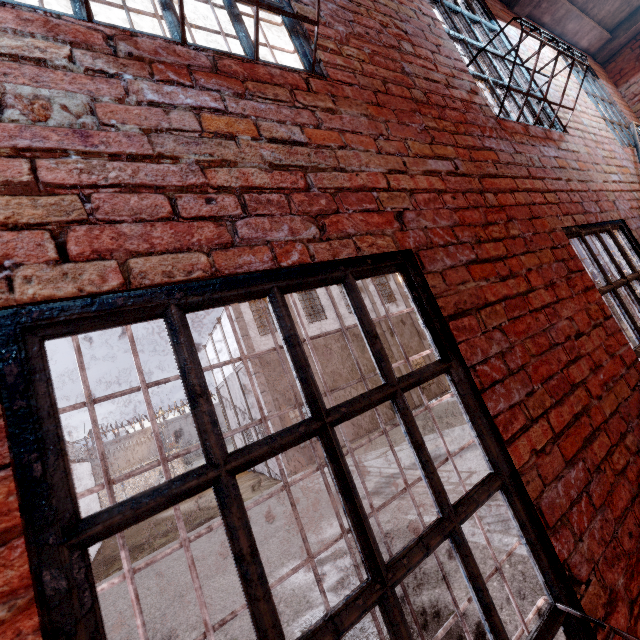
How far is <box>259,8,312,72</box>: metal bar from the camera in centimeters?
165cm

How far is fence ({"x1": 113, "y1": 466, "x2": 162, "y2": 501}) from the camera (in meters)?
23.00

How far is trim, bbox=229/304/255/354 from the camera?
16.2 meters

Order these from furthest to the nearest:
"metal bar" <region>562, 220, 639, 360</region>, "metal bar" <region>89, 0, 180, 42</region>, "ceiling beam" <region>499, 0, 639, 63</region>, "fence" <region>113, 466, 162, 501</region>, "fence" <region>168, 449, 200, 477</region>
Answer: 1. "fence" <region>168, 449, 200, 477</region>
2. "fence" <region>113, 466, 162, 501</region>
3. "ceiling beam" <region>499, 0, 639, 63</region>
4. "metal bar" <region>562, 220, 639, 360</region>
5. "metal bar" <region>89, 0, 180, 42</region>

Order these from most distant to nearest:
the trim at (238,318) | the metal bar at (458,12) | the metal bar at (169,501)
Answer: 1. the trim at (238,318)
2. the metal bar at (458,12)
3. the metal bar at (169,501)

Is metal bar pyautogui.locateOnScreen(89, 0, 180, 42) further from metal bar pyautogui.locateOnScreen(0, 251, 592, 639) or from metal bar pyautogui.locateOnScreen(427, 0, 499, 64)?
metal bar pyautogui.locateOnScreen(427, 0, 499, 64)

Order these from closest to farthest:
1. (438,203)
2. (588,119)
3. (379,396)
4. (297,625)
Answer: (379,396) < (438,203) < (588,119) < (297,625)

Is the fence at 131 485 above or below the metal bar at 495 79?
below
